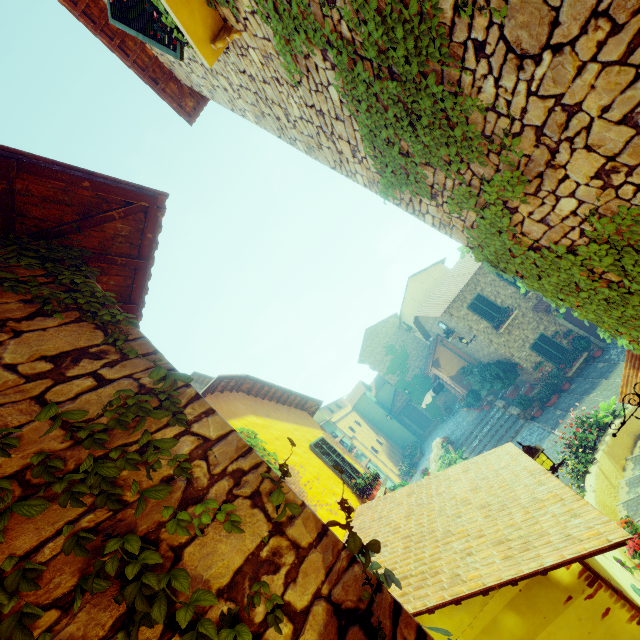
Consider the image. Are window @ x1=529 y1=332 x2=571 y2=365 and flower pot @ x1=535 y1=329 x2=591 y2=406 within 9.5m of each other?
yes

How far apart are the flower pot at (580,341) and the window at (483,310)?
3.7 meters

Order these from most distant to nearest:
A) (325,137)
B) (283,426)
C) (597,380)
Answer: (597,380)
(283,426)
(325,137)

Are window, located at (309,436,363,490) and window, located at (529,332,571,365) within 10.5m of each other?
no

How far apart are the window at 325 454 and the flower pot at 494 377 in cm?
1209

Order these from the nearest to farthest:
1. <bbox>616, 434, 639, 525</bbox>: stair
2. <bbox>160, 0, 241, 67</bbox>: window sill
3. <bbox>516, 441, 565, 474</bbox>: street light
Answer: <bbox>160, 0, 241, 67</bbox>: window sill → <bbox>516, 441, 565, 474</bbox>: street light → <bbox>616, 434, 639, 525</bbox>: stair

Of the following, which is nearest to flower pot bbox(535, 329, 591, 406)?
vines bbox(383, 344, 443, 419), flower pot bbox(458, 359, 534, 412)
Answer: flower pot bbox(458, 359, 534, 412)

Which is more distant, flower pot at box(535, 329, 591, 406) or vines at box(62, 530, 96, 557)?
flower pot at box(535, 329, 591, 406)
